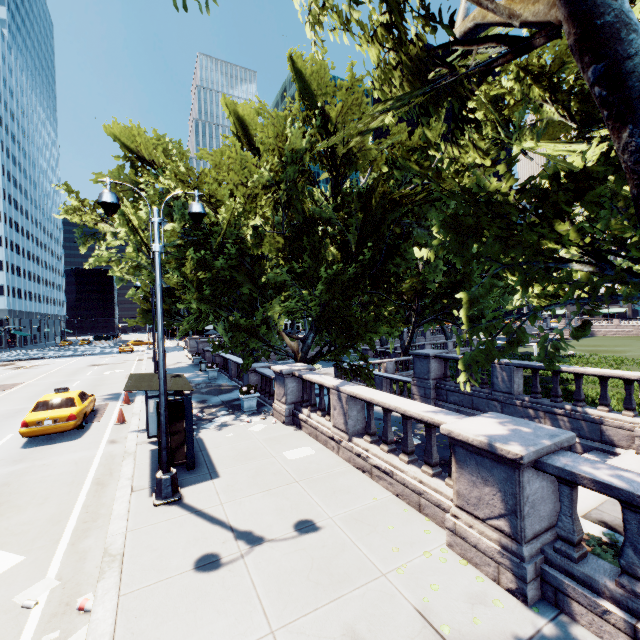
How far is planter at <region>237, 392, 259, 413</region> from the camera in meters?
14.4

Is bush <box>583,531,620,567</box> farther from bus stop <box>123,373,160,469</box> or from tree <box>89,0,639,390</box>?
bus stop <box>123,373,160,469</box>

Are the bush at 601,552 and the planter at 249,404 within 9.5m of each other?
no

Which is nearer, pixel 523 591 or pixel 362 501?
pixel 523 591

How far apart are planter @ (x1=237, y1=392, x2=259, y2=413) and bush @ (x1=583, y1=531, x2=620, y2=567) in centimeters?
1145cm

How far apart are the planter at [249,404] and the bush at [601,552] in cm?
1145

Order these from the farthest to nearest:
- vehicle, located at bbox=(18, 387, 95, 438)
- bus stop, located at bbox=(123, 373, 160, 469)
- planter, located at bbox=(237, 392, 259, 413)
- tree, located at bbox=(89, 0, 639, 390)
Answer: planter, located at bbox=(237, 392, 259, 413) < vehicle, located at bbox=(18, 387, 95, 438) < bus stop, located at bbox=(123, 373, 160, 469) < tree, located at bbox=(89, 0, 639, 390)

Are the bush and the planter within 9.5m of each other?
no
